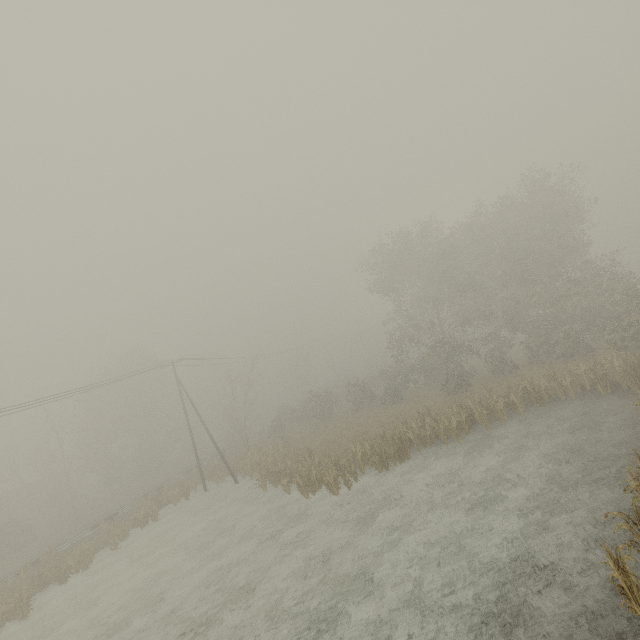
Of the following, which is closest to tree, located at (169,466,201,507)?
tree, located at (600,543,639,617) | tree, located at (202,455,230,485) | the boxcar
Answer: tree, located at (202,455,230,485)

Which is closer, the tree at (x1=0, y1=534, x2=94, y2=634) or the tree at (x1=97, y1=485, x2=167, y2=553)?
the tree at (x1=0, y1=534, x2=94, y2=634)

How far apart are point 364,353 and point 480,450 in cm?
4128

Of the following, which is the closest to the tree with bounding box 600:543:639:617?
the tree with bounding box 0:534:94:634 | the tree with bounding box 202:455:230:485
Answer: the tree with bounding box 202:455:230:485

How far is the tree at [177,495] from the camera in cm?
2819

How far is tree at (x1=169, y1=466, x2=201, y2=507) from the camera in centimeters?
2819cm

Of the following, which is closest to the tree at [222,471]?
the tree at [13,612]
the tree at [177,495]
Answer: the tree at [177,495]

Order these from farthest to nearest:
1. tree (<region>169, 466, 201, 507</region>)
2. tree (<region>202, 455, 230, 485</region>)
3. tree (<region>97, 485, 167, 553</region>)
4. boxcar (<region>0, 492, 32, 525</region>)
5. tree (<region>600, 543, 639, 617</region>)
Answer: boxcar (<region>0, 492, 32, 525</region>) → tree (<region>202, 455, 230, 485</region>) → tree (<region>169, 466, 201, 507</region>) → tree (<region>97, 485, 167, 553</region>) → tree (<region>600, 543, 639, 617</region>)
